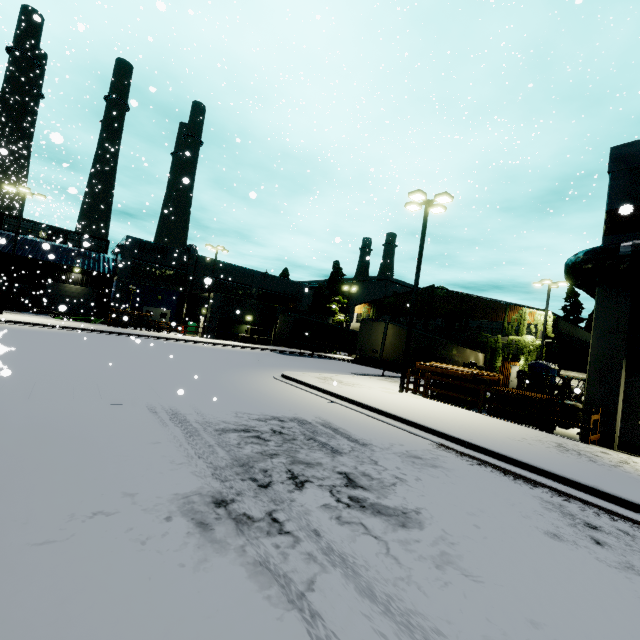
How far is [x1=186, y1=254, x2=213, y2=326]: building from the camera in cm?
3681

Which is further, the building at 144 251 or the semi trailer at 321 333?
the building at 144 251

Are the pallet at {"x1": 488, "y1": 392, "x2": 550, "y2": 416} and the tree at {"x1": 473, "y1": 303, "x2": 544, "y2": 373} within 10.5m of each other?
no

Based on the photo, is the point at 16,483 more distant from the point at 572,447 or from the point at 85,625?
the point at 572,447

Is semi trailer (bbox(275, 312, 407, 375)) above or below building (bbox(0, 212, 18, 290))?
below

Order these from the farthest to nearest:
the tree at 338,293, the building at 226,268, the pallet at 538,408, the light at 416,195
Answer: the tree at 338,293 → the building at 226,268 → the light at 416,195 → the pallet at 538,408

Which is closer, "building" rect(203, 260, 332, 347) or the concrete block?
"building" rect(203, 260, 332, 347)

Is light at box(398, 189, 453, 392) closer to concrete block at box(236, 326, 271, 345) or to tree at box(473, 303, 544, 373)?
concrete block at box(236, 326, 271, 345)
